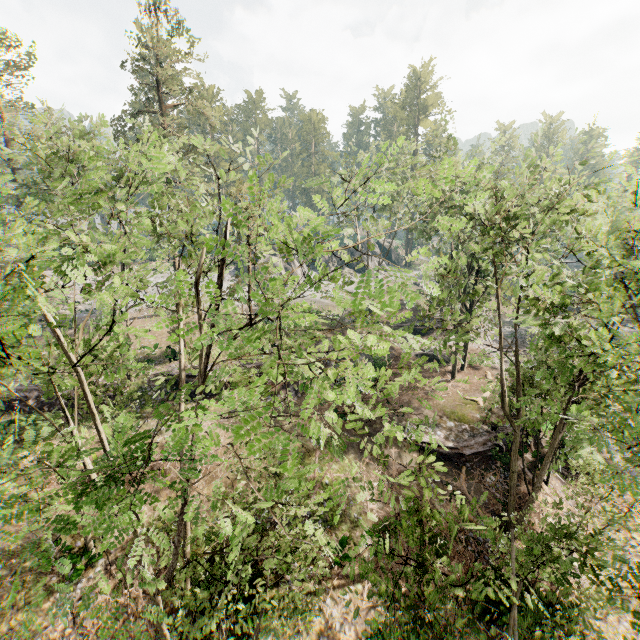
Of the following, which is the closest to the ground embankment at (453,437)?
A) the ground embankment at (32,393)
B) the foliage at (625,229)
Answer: the foliage at (625,229)

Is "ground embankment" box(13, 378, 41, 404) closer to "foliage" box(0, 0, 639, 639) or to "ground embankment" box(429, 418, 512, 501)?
"foliage" box(0, 0, 639, 639)

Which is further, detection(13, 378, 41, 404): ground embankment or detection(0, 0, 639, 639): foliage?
detection(13, 378, 41, 404): ground embankment

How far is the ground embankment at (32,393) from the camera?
24.34m

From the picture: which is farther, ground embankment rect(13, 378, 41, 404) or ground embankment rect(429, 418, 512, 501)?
ground embankment rect(13, 378, 41, 404)

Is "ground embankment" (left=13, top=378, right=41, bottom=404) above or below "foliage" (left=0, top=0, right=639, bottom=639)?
below

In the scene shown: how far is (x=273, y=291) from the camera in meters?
11.0
